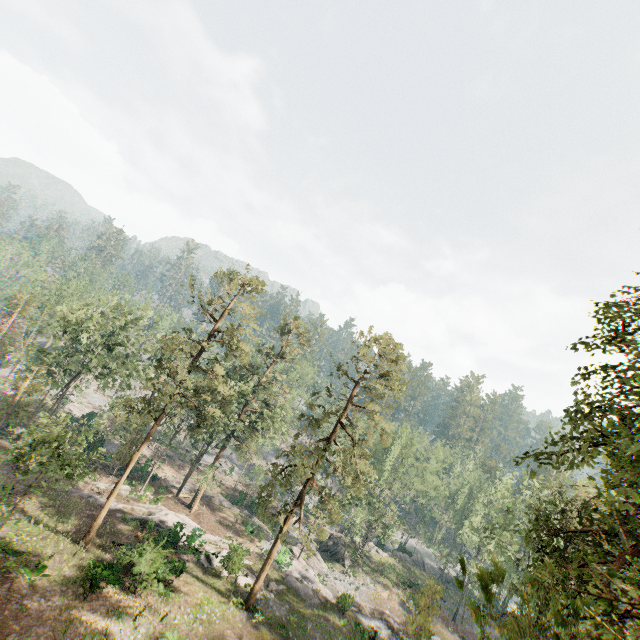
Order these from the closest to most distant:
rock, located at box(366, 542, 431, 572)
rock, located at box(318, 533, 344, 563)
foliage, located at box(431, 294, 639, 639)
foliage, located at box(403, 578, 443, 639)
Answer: foliage, located at box(431, 294, 639, 639)
foliage, located at box(403, 578, 443, 639)
rock, located at box(318, 533, 344, 563)
rock, located at box(366, 542, 431, 572)

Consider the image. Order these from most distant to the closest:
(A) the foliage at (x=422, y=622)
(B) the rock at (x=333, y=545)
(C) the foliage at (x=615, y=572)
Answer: (B) the rock at (x=333, y=545) < (A) the foliage at (x=422, y=622) < (C) the foliage at (x=615, y=572)

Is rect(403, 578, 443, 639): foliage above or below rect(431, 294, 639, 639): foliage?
below

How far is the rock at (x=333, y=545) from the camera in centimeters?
4325cm

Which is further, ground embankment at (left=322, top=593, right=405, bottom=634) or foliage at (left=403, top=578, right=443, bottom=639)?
ground embankment at (left=322, top=593, right=405, bottom=634)

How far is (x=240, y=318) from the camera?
26.77m

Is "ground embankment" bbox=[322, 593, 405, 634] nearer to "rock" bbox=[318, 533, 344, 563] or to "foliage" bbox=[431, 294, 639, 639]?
"foliage" bbox=[431, 294, 639, 639]

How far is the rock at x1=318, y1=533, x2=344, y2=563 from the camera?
43.25m
